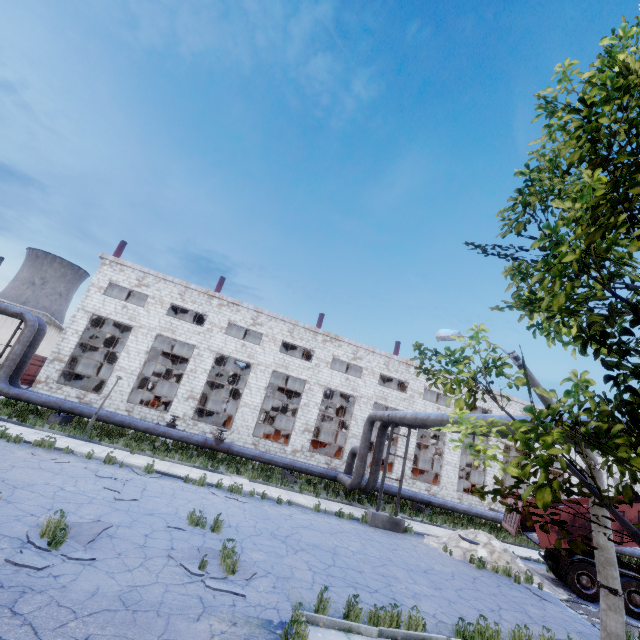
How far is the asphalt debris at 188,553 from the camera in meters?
6.6 m

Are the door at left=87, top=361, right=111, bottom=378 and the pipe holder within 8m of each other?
no

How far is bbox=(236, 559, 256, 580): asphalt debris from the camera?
7.0 meters

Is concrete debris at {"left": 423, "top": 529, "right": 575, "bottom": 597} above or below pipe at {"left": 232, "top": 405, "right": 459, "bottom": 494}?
below

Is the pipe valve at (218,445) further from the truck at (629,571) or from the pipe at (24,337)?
the truck at (629,571)

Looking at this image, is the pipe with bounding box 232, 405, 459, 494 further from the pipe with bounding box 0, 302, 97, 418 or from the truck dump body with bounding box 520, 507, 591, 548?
the truck dump body with bounding box 520, 507, 591, 548

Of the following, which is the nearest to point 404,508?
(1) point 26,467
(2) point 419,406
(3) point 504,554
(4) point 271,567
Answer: (3) point 504,554

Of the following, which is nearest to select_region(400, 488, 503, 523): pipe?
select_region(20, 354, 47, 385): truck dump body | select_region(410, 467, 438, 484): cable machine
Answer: select_region(410, 467, 438, 484): cable machine
